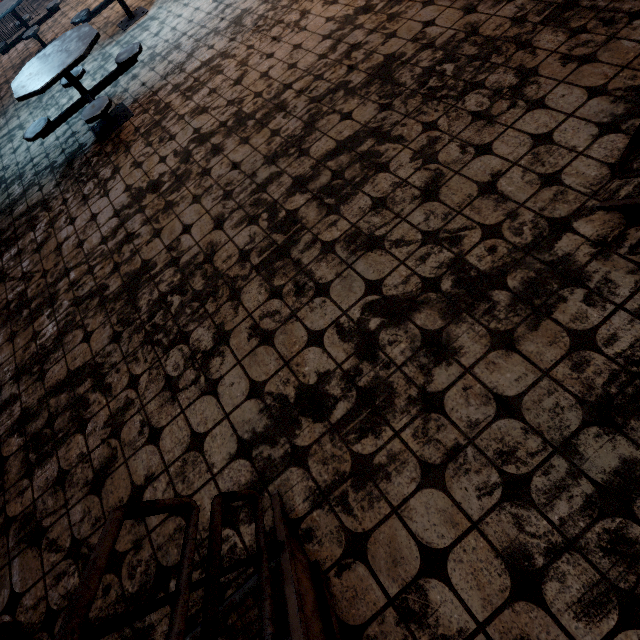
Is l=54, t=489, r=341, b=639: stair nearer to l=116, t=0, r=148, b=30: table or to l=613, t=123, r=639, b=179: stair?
l=613, t=123, r=639, b=179: stair

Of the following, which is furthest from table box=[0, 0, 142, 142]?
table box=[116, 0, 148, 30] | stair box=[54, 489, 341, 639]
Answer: stair box=[54, 489, 341, 639]

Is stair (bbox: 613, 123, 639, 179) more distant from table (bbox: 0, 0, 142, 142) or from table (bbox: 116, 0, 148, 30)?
table (bbox: 116, 0, 148, 30)

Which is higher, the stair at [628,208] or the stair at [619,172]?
the stair at [619,172]

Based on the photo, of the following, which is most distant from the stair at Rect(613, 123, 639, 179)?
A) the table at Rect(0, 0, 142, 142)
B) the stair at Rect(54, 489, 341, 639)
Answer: the table at Rect(0, 0, 142, 142)

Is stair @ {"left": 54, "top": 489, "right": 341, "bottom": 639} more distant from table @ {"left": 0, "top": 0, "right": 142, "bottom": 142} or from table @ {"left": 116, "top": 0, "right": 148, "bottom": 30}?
table @ {"left": 116, "top": 0, "right": 148, "bottom": 30}

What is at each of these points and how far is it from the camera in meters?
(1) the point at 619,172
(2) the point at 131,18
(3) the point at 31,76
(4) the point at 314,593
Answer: (1) stair, 1.6
(2) table, 6.0
(3) table, 3.7
(4) stair, 1.4

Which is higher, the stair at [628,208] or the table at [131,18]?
the stair at [628,208]
